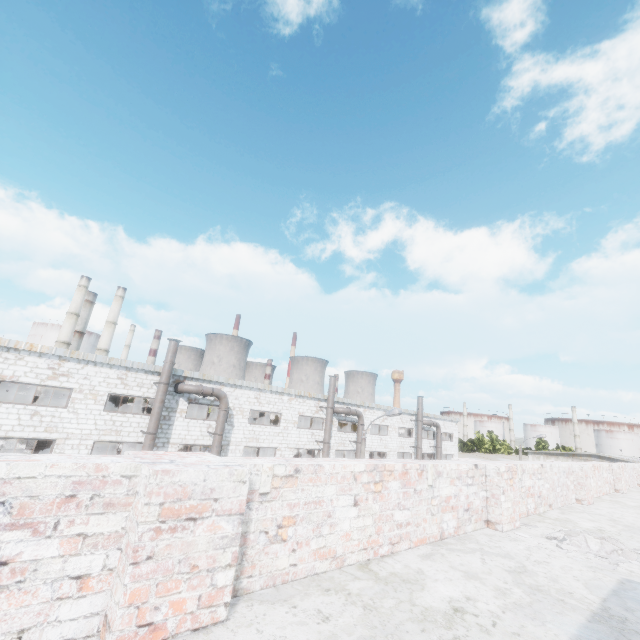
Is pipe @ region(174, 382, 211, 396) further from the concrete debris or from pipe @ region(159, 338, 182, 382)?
the concrete debris

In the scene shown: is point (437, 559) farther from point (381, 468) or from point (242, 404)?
point (242, 404)

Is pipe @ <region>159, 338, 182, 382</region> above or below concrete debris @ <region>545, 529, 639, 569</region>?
above

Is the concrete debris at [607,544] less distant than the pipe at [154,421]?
Yes

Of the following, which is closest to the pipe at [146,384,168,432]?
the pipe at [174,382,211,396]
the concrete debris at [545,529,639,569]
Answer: the pipe at [174,382,211,396]

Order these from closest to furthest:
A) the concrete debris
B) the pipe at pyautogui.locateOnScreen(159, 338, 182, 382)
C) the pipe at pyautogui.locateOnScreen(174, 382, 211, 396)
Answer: the concrete debris < the pipe at pyautogui.locateOnScreen(159, 338, 182, 382) < the pipe at pyautogui.locateOnScreen(174, 382, 211, 396)

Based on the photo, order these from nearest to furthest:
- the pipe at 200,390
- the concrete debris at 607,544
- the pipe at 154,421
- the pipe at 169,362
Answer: the concrete debris at 607,544 < the pipe at 154,421 < the pipe at 169,362 < the pipe at 200,390

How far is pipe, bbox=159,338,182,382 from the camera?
18.86m
